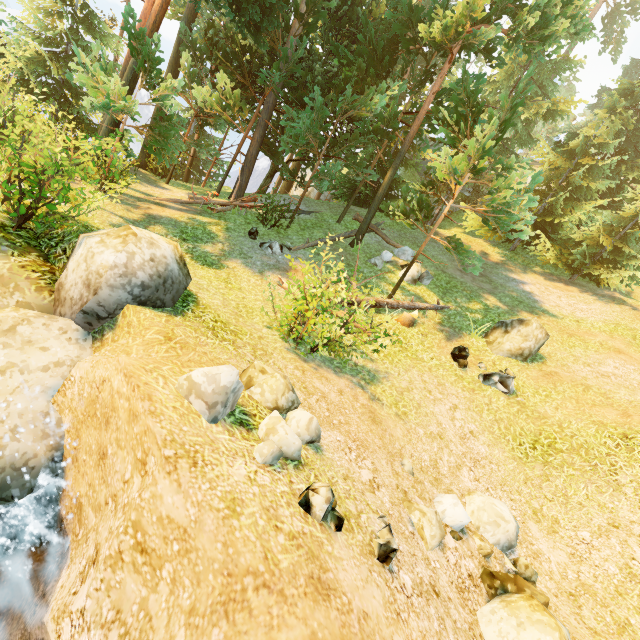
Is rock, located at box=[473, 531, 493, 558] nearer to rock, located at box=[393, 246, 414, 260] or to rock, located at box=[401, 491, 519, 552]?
rock, located at box=[401, 491, 519, 552]

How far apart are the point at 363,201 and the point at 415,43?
10.56m

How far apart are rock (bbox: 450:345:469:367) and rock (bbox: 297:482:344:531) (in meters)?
→ 7.67

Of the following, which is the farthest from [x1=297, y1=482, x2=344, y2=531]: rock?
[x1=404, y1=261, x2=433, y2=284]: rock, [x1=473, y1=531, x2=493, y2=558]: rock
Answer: [x1=404, y1=261, x2=433, y2=284]: rock

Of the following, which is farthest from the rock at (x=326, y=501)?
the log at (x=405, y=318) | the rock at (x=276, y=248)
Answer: the rock at (x=276, y=248)

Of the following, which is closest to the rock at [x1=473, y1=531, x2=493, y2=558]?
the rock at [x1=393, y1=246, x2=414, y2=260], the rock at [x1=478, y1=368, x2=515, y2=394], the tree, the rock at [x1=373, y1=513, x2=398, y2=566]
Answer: the rock at [x1=373, y1=513, x2=398, y2=566]

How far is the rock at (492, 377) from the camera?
9.5m

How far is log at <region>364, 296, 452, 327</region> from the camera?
11.5m
